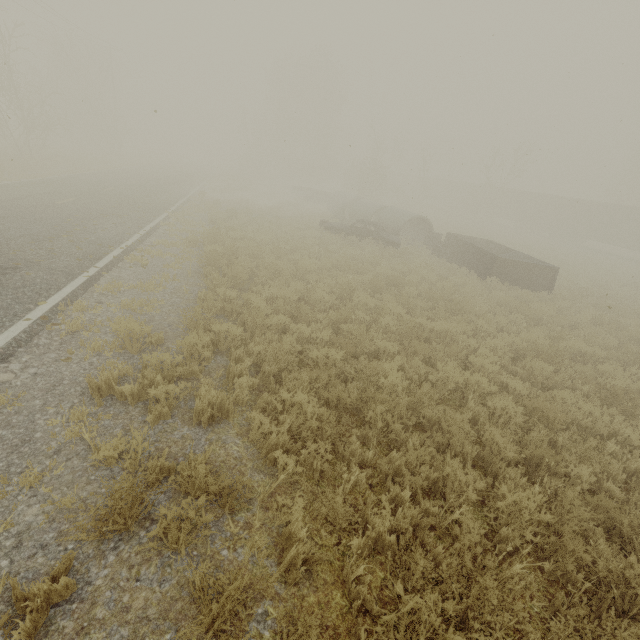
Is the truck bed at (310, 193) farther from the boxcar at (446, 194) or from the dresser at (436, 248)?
the boxcar at (446, 194)

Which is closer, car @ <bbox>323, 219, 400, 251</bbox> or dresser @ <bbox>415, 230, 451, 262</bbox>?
car @ <bbox>323, 219, 400, 251</bbox>

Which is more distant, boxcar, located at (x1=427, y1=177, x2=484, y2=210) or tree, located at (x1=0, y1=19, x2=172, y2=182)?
boxcar, located at (x1=427, y1=177, x2=484, y2=210)

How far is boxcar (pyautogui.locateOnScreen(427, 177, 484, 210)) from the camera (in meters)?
49.50

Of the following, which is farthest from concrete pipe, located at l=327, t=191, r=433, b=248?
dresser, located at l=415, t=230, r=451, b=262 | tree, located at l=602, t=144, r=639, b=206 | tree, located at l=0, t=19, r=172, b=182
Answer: tree, located at l=602, t=144, r=639, b=206

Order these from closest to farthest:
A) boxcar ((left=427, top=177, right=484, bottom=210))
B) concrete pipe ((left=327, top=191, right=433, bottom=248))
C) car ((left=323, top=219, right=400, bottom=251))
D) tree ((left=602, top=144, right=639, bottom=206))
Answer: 1. car ((left=323, top=219, right=400, bottom=251))
2. concrete pipe ((left=327, top=191, right=433, bottom=248))
3. tree ((left=602, top=144, right=639, bottom=206))
4. boxcar ((left=427, top=177, right=484, bottom=210))

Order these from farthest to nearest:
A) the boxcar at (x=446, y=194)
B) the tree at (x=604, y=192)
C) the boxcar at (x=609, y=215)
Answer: the boxcar at (x=446, y=194) < the tree at (x=604, y=192) < the boxcar at (x=609, y=215)

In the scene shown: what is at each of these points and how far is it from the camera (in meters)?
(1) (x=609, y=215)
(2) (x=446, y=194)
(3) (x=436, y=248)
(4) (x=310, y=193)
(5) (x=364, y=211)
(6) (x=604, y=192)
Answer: (1) boxcar, 33.28
(2) boxcar, 54.50
(3) dresser, 19.00
(4) truck bed, 32.06
(5) concrete pipe, 23.73
(6) tree, 51.28
